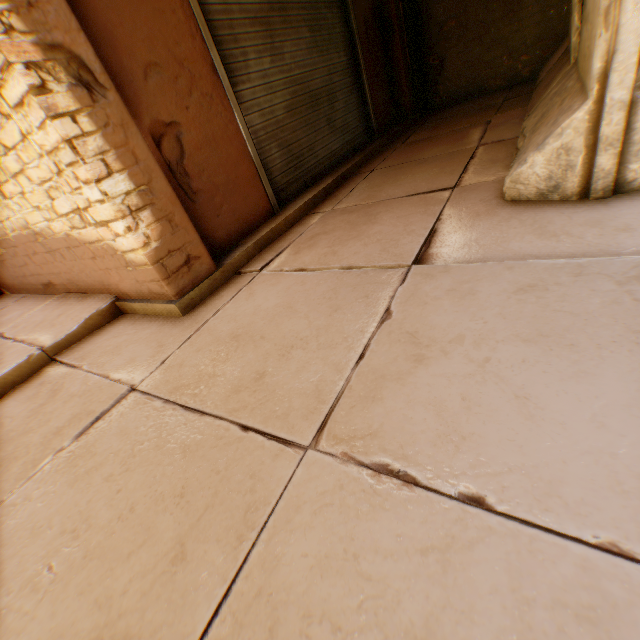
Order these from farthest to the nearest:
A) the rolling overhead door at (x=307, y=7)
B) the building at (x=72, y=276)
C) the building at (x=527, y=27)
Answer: the building at (x=527, y=27), the rolling overhead door at (x=307, y=7), the building at (x=72, y=276)

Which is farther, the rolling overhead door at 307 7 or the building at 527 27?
the building at 527 27

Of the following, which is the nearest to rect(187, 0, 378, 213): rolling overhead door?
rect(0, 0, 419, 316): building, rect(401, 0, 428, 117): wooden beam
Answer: rect(0, 0, 419, 316): building

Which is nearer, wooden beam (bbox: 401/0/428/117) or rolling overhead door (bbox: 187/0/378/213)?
rolling overhead door (bbox: 187/0/378/213)

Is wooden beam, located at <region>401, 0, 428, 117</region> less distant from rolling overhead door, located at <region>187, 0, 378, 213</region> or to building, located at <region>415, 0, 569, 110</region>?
building, located at <region>415, 0, 569, 110</region>

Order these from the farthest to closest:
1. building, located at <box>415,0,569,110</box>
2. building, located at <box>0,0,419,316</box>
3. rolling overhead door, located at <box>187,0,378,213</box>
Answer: building, located at <box>415,0,569,110</box> → rolling overhead door, located at <box>187,0,378,213</box> → building, located at <box>0,0,419,316</box>

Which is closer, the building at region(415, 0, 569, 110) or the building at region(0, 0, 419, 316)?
the building at region(0, 0, 419, 316)

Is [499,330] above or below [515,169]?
below
